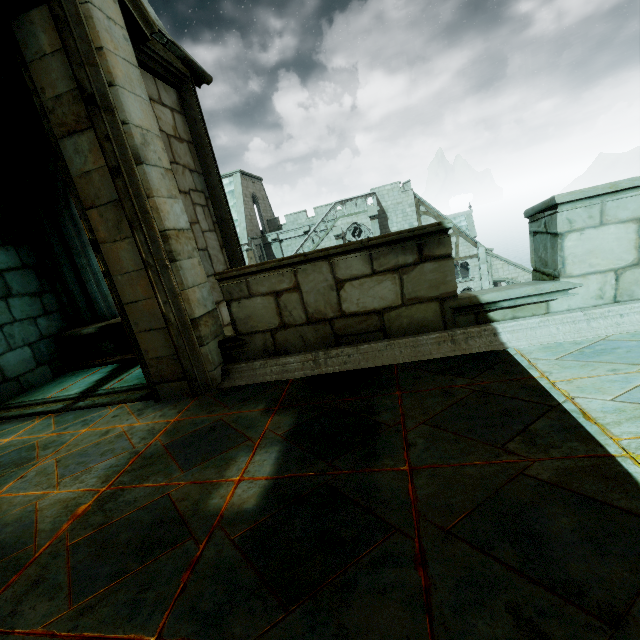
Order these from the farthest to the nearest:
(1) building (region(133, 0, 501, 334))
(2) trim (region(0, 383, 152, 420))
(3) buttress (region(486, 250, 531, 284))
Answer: (3) buttress (region(486, 250, 531, 284)), (1) building (region(133, 0, 501, 334)), (2) trim (region(0, 383, 152, 420))

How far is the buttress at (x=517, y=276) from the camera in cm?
2916

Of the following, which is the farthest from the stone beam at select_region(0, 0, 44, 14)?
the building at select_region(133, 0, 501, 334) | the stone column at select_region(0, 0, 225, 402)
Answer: the building at select_region(133, 0, 501, 334)

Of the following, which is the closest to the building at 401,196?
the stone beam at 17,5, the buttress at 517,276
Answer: the buttress at 517,276

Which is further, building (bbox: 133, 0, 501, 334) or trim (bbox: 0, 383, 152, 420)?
building (bbox: 133, 0, 501, 334)

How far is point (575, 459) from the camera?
1.7 meters

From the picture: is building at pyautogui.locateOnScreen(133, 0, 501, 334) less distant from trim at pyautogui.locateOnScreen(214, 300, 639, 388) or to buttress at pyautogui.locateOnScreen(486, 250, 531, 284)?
buttress at pyautogui.locateOnScreen(486, 250, 531, 284)

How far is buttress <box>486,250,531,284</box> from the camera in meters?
29.2
